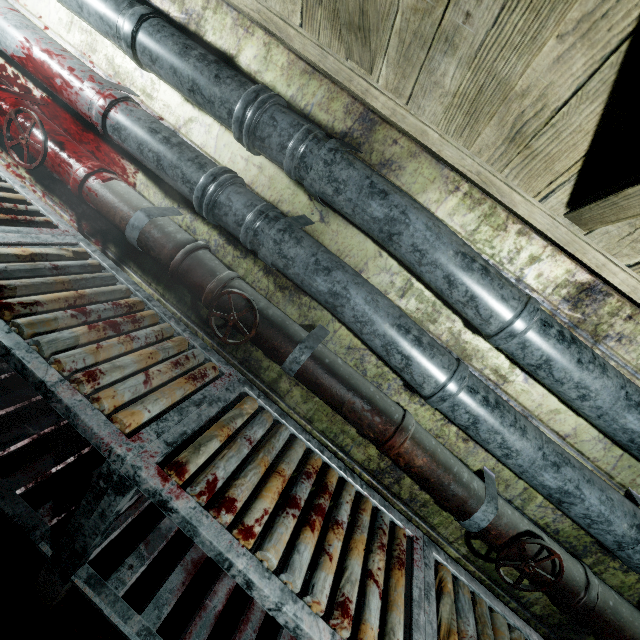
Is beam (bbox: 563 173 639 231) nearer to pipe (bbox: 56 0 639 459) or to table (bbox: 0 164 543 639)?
pipe (bbox: 56 0 639 459)

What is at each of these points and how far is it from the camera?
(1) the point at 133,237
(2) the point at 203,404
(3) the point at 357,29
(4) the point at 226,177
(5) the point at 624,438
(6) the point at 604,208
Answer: (1) pipe, 1.42m
(2) table, 1.16m
(3) beam, 0.98m
(4) pipe, 1.27m
(5) pipe, 1.08m
(6) beam, 0.91m

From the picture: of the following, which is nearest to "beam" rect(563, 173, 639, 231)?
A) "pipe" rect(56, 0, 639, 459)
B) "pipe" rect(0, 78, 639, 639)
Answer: "pipe" rect(56, 0, 639, 459)

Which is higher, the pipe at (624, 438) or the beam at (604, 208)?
the beam at (604, 208)

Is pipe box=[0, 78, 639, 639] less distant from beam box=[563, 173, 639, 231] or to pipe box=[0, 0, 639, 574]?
pipe box=[0, 0, 639, 574]

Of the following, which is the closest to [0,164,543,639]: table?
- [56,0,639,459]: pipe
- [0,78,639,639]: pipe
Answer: [0,78,639,639]: pipe

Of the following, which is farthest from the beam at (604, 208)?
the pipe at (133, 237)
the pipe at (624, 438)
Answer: the pipe at (133, 237)

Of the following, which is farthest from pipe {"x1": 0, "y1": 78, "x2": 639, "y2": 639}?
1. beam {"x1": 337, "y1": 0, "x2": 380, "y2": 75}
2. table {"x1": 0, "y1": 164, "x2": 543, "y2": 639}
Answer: beam {"x1": 337, "y1": 0, "x2": 380, "y2": 75}
